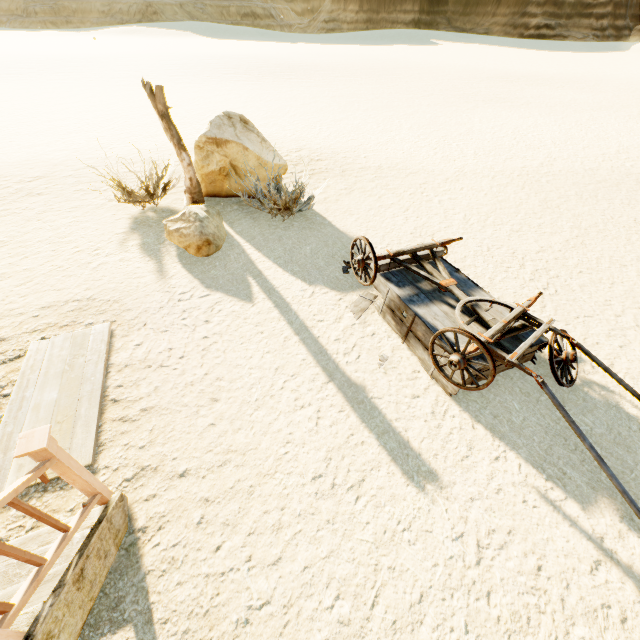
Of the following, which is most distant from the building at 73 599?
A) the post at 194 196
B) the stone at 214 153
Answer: the stone at 214 153

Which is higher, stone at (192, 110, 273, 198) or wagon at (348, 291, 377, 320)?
stone at (192, 110, 273, 198)

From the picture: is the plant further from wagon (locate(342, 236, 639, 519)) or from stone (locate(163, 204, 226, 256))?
wagon (locate(342, 236, 639, 519))

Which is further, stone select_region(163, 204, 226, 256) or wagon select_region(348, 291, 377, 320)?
stone select_region(163, 204, 226, 256)

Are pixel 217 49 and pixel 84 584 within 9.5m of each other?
no

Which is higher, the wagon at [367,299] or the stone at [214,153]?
the stone at [214,153]

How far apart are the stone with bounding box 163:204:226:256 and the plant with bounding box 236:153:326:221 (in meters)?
0.60

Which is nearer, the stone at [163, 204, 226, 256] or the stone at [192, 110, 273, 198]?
the stone at [163, 204, 226, 256]
